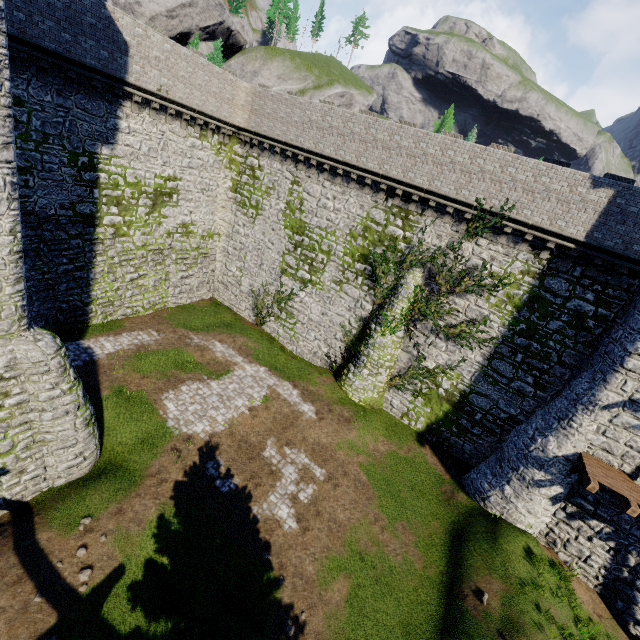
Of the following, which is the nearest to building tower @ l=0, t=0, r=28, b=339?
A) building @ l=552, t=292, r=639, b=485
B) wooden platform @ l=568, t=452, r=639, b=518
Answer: building @ l=552, t=292, r=639, b=485

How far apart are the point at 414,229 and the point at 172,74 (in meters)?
15.65

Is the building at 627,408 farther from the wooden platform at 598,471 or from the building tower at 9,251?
the building tower at 9,251

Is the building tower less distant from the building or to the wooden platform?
the building
